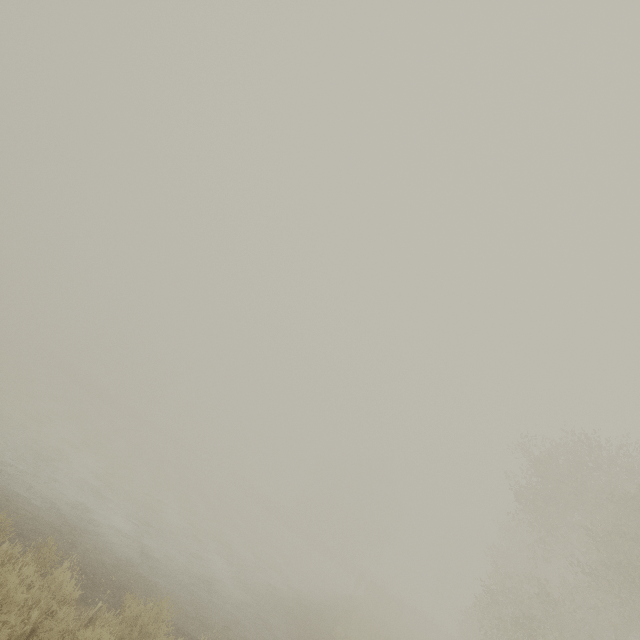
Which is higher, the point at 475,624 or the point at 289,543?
the point at 475,624
